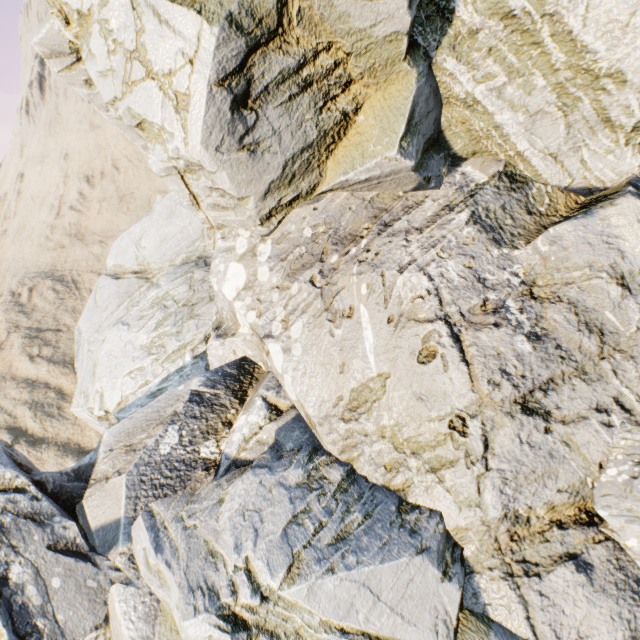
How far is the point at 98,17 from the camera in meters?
7.0
